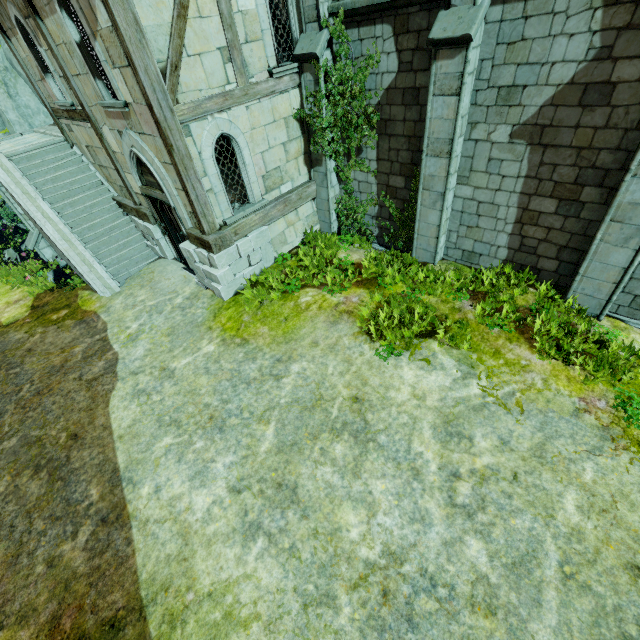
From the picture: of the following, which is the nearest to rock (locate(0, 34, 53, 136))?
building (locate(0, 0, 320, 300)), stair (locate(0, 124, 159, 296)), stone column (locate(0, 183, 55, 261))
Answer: stair (locate(0, 124, 159, 296))

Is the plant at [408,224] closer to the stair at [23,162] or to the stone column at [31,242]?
the stair at [23,162]

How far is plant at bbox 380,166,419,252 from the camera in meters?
8.4

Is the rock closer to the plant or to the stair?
the stair

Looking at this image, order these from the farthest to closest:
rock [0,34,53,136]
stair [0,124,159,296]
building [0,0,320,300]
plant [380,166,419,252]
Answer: rock [0,34,53,136] < stair [0,124,159,296] < plant [380,166,419,252] < building [0,0,320,300]

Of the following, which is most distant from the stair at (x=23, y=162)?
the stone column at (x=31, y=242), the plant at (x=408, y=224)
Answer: the plant at (x=408, y=224)

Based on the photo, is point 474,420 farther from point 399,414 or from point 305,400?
point 305,400

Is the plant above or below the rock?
below
